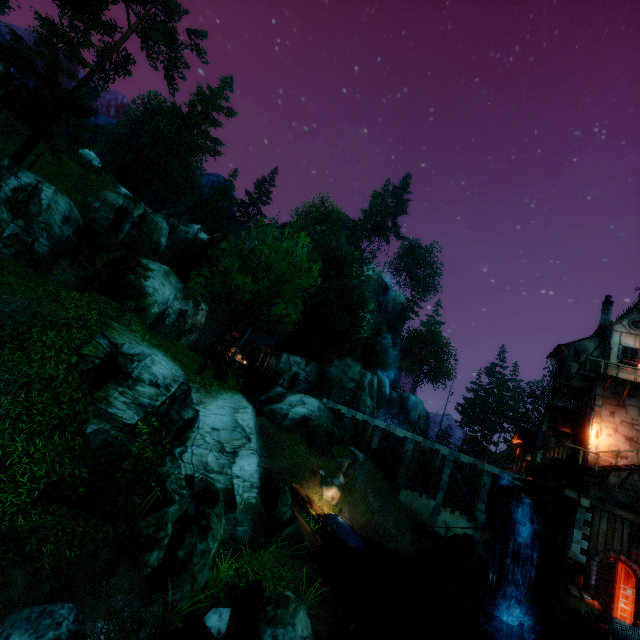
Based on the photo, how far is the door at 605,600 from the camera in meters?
16.5 m

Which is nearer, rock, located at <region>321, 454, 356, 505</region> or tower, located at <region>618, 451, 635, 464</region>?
tower, located at <region>618, 451, 635, 464</region>

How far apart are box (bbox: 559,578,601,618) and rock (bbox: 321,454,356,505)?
13.5m

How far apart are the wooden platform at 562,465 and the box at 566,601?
5.5m

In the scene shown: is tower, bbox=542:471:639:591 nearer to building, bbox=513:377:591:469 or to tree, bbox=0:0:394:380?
building, bbox=513:377:591:469

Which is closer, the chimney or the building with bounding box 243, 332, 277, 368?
the chimney

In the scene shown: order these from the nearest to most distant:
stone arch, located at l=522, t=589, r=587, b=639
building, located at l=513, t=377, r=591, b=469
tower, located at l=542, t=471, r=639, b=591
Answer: stone arch, located at l=522, t=589, r=587, b=639 → tower, located at l=542, t=471, r=639, b=591 → building, located at l=513, t=377, r=591, b=469

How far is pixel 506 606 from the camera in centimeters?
1784cm
